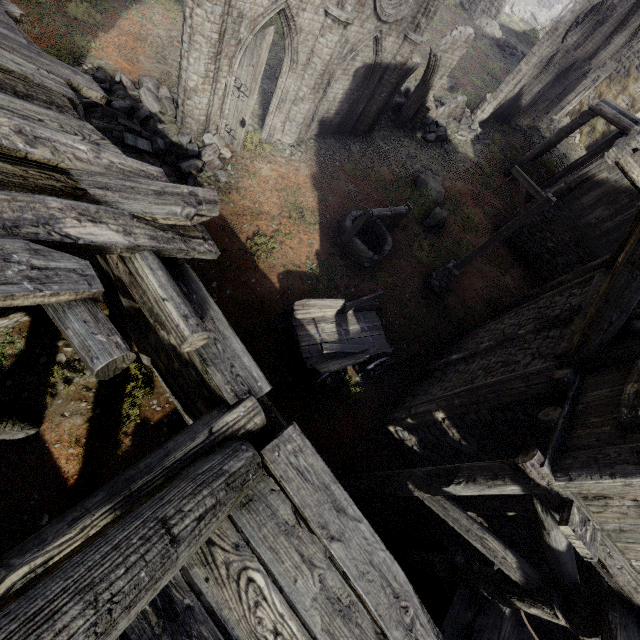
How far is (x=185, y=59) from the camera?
8.6 meters

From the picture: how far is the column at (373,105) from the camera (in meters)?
11.88

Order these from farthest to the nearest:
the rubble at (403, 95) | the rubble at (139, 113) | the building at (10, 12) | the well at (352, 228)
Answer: the rubble at (403, 95)
the well at (352, 228)
the rubble at (139, 113)
the building at (10, 12)

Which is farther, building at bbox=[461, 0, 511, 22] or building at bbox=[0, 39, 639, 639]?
building at bbox=[461, 0, 511, 22]

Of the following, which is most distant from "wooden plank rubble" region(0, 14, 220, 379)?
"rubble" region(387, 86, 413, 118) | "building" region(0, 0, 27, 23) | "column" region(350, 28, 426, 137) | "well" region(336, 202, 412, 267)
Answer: "rubble" region(387, 86, 413, 118)

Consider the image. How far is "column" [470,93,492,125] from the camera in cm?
1986

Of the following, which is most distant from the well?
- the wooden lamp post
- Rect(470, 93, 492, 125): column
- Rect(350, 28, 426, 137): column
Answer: Rect(470, 93, 492, 125): column

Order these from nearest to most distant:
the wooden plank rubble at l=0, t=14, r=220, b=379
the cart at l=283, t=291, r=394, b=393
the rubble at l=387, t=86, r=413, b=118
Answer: the wooden plank rubble at l=0, t=14, r=220, b=379, the cart at l=283, t=291, r=394, b=393, the rubble at l=387, t=86, r=413, b=118
